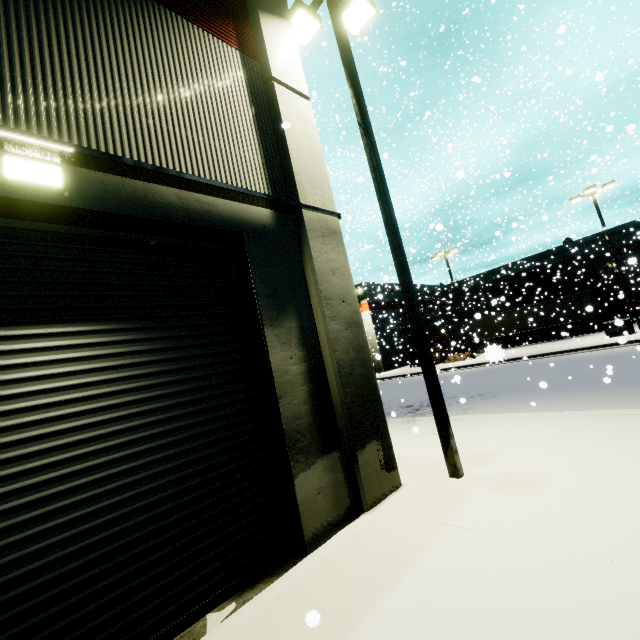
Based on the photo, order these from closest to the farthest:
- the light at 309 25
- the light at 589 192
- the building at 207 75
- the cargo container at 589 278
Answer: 1. the building at 207 75
2. the light at 309 25
3. the light at 589 192
4. the cargo container at 589 278

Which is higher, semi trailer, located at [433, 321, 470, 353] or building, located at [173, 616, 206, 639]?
semi trailer, located at [433, 321, 470, 353]

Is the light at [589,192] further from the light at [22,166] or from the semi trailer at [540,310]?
the light at [22,166]

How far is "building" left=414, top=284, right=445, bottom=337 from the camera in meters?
46.3

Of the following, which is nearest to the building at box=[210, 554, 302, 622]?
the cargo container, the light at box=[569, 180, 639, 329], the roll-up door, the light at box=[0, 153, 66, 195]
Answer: the roll-up door

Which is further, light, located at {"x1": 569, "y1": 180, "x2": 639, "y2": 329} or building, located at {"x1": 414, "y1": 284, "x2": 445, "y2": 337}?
building, located at {"x1": 414, "y1": 284, "x2": 445, "y2": 337}

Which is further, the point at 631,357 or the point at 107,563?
the point at 631,357

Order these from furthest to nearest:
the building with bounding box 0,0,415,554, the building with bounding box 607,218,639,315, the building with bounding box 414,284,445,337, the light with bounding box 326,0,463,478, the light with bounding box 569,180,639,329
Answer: the building with bounding box 414,284,445,337, the building with bounding box 607,218,639,315, the light with bounding box 569,180,639,329, the light with bounding box 326,0,463,478, the building with bounding box 0,0,415,554
